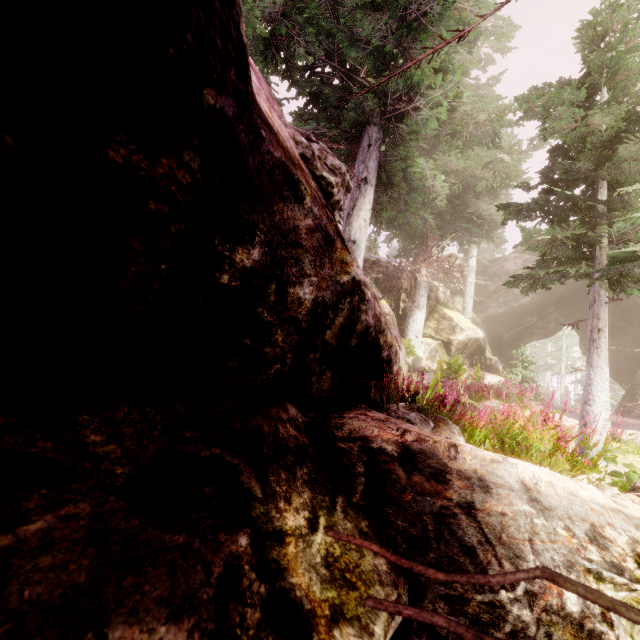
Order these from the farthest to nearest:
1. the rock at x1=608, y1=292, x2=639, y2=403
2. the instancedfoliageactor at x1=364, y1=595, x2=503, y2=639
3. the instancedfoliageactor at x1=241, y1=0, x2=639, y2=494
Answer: the rock at x1=608, y1=292, x2=639, y2=403 < the instancedfoliageactor at x1=241, y1=0, x2=639, y2=494 < the instancedfoliageactor at x1=364, y1=595, x2=503, y2=639

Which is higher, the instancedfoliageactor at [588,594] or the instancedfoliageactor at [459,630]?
the instancedfoliageactor at [588,594]

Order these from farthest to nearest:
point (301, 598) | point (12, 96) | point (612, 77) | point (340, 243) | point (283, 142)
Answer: point (612, 77) → point (340, 243) → point (283, 142) → point (301, 598) → point (12, 96)

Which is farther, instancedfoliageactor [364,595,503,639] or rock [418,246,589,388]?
rock [418,246,589,388]

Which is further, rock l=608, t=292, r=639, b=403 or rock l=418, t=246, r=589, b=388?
rock l=608, t=292, r=639, b=403

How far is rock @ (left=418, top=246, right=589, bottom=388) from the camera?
18.08m

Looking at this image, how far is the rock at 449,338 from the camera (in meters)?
18.08
